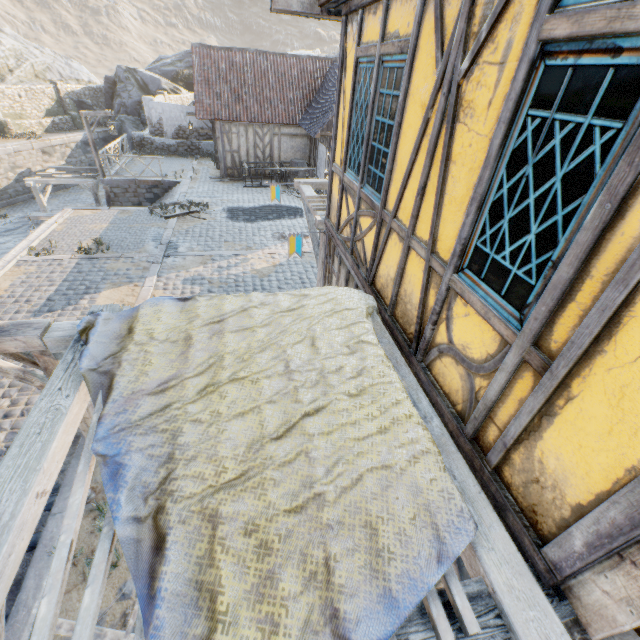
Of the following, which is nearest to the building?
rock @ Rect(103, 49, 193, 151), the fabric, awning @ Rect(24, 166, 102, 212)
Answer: the fabric

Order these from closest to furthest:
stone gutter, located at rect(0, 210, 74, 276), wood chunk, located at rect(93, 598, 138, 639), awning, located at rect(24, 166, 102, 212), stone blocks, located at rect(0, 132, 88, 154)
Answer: wood chunk, located at rect(93, 598, 138, 639) → stone gutter, located at rect(0, 210, 74, 276) → awning, located at rect(24, 166, 102, 212) → stone blocks, located at rect(0, 132, 88, 154)

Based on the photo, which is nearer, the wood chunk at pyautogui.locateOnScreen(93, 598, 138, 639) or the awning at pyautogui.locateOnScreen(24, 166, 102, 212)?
the wood chunk at pyautogui.locateOnScreen(93, 598, 138, 639)

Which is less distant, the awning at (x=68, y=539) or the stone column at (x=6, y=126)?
the awning at (x=68, y=539)

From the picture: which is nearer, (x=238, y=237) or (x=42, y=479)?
(x=42, y=479)

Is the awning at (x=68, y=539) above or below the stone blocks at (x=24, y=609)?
above

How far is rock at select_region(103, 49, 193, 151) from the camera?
27.5 meters

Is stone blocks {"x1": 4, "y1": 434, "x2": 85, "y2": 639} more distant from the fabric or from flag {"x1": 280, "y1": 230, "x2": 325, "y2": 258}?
the fabric
